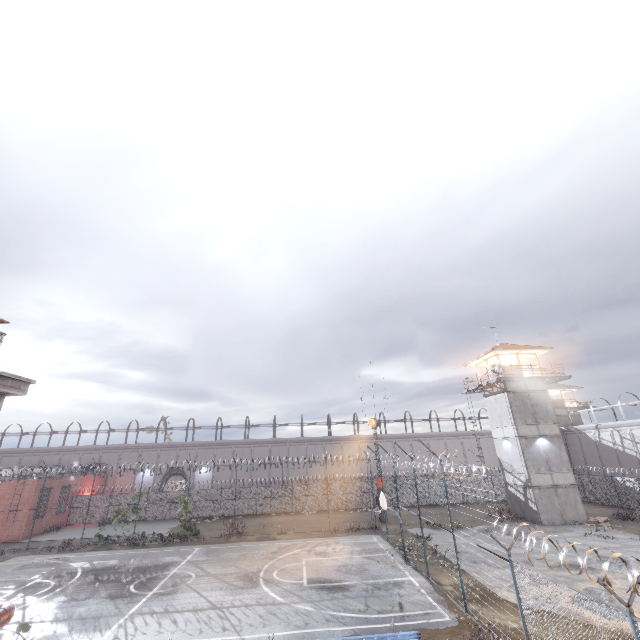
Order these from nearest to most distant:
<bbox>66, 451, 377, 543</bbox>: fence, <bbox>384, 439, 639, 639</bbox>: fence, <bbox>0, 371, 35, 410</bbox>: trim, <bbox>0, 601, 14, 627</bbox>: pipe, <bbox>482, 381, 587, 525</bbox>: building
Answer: <bbox>0, 601, 14, 627</bbox>: pipe → <bbox>0, 371, 35, 410</bbox>: trim → <bbox>384, 439, 639, 639</bbox>: fence → <bbox>482, 381, 587, 525</bbox>: building → <bbox>66, 451, 377, 543</bbox>: fence

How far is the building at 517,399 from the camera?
26.7m

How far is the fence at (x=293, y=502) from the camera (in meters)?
28.27

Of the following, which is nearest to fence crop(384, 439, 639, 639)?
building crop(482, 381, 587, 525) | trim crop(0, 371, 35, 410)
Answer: trim crop(0, 371, 35, 410)

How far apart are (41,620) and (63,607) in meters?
1.2 m

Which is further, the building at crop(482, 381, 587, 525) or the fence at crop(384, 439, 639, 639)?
the building at crop(482, 381, 587, 525)

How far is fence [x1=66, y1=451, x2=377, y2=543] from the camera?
28.27m
